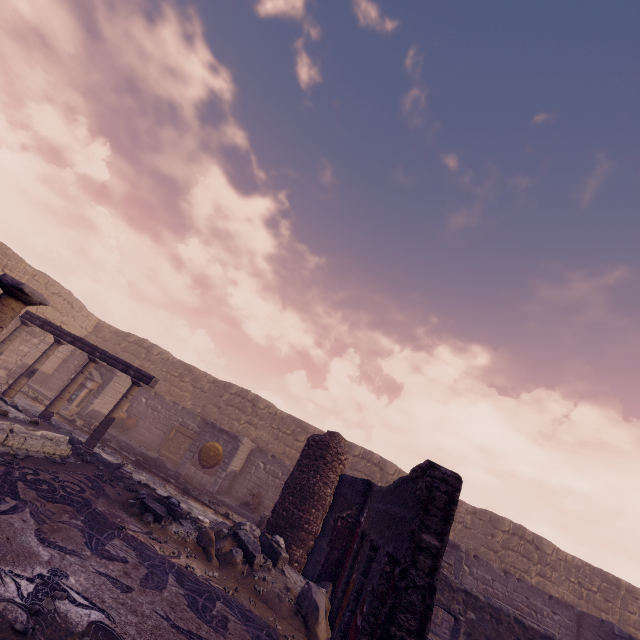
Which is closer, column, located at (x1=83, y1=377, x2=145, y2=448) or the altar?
column, located at (x1=83, y1=377, x2=145, y2=448)

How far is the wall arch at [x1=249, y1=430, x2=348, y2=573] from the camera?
7.78m

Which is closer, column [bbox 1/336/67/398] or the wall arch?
the wall arch

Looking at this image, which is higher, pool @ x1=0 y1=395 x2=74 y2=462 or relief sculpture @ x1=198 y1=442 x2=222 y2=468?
relief sculpture @ x1=198 y1=442 x2=222 y2=468

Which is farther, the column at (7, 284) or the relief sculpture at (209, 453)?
the relief sculpture at (209, 453)

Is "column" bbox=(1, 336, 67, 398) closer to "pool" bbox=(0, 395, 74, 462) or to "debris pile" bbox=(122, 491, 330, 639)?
"pool" bbox=(0, 395, 74, 462)

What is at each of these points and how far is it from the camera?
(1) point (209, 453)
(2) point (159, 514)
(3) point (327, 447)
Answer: (1) relief sculpture, 13.26m
(2) debris pile, 6.77m
(3) wall arch, 8.72m

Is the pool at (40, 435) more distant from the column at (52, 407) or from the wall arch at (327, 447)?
the wall arch at (327, 447)
